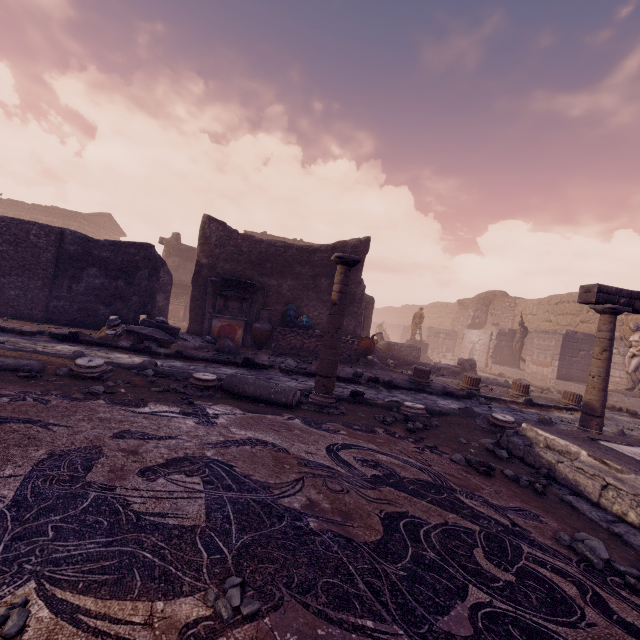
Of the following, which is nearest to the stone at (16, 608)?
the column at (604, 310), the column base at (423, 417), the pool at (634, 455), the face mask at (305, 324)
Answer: the pool at (634, 455)

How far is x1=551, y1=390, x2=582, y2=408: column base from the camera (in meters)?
9.59

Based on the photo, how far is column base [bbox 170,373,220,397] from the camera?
4.70m

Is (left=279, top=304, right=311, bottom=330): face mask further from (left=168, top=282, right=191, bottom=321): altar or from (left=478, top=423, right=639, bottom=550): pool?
(left=168, top=282, right=191, bottom=321): altar

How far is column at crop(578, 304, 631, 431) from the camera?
5.6 meters

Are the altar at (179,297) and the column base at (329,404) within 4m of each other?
no

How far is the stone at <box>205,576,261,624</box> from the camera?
1.3m

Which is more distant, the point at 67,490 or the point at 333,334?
the point at 333,334
